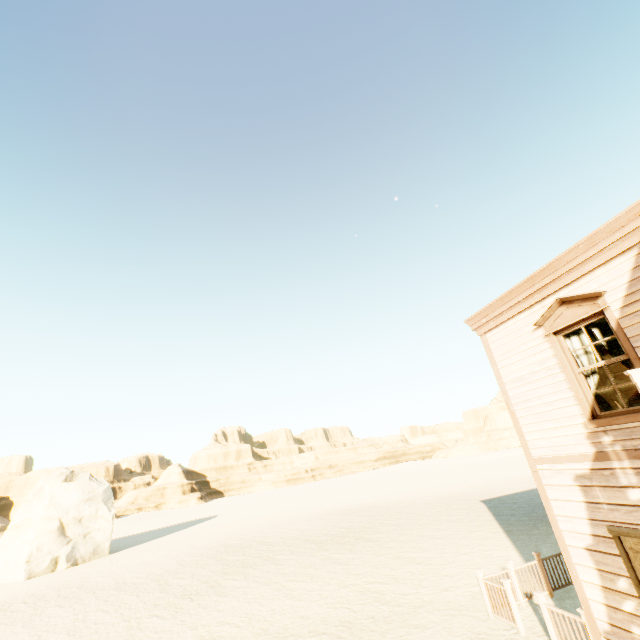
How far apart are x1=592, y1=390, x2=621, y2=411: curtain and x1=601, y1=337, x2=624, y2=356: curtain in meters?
0.1

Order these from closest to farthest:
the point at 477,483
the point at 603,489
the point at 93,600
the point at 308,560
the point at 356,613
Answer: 1. the point at 603,489
2. the point at 356,613
3. the point at 93,600
4. the point at 308,560
5. the point at 477,483

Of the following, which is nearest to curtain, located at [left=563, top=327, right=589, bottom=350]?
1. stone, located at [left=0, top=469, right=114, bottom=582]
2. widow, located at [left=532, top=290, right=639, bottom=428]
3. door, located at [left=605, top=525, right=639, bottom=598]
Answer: widow, located at [left=532, top=290, right=639, bottom=428]

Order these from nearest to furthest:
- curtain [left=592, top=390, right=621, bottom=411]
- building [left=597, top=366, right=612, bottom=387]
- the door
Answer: the door, curtain [left=592, top=390, right=621, bottom=411], building [left=597, top=366, right=612, bottom=387]

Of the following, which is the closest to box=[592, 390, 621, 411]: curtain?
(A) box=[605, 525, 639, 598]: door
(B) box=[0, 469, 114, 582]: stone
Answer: (A) box=[605, 525, 639, 598]: door

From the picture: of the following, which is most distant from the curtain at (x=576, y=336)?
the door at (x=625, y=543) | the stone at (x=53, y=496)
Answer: the stone at (x=53, y=496)

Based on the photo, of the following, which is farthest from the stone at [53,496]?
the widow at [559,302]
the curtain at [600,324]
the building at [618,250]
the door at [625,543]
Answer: the curtain at [600,324]
